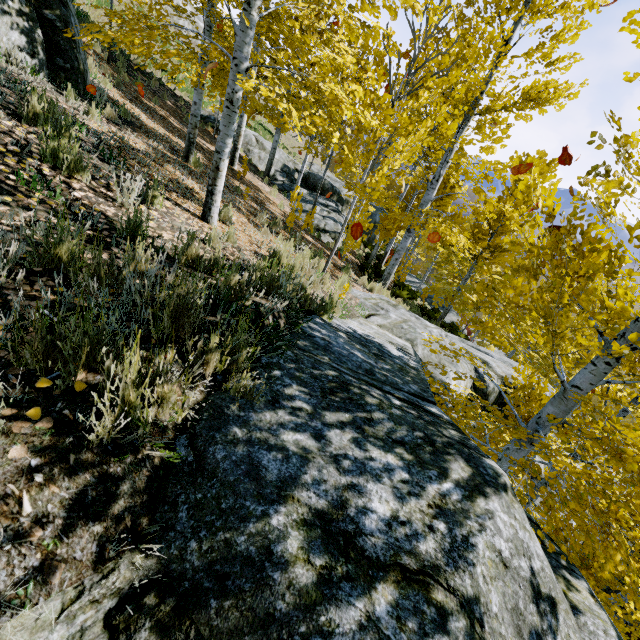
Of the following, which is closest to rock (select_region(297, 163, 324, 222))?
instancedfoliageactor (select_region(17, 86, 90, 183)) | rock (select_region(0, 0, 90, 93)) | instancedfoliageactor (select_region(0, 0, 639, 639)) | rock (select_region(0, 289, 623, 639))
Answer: instancedfoliageactor (select_region(0, 0, 639, 639))

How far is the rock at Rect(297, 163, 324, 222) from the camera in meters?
16.6 m

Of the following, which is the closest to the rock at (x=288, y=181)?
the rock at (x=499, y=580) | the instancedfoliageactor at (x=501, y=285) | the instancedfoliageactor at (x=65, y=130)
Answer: the instancedfoliageactor at (x=501, y=285)

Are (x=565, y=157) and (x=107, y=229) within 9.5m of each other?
yes

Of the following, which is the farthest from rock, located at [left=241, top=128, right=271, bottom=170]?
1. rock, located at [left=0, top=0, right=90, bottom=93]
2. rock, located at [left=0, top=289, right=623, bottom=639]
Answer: rock, located at [left=0, top=0, right=90, bottom=93]

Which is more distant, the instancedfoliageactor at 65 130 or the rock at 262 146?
the rock at 262 146
